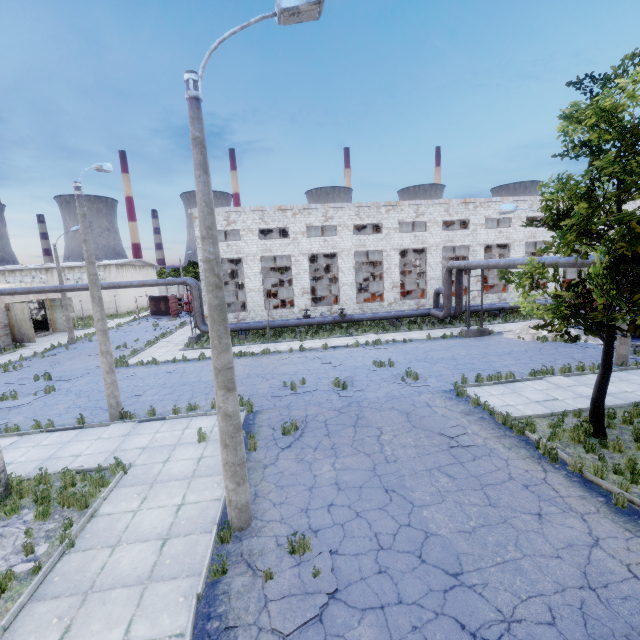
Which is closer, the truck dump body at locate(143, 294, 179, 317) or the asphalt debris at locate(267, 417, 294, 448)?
the asphalt debris at locate(267, 417, 294, 448)

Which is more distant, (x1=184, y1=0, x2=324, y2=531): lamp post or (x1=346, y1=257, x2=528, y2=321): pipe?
(x1=346, y1=257, x2=528, y2=321): pipe

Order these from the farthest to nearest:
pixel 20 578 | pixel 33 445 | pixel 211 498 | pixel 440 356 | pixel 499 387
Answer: pixel 440 356
pixel 499 387
pixel 33 445
pixel 211 498
pixel 20 578

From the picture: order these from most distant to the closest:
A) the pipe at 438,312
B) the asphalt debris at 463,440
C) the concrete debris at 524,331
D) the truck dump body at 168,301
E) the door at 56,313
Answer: the truck dump body at 168,301, the door at 56,313, the concrete debris at 524,331, the pipe at 438,312, the asphalt debris at 463,440

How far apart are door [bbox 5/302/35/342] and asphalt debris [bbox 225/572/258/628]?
35.0m

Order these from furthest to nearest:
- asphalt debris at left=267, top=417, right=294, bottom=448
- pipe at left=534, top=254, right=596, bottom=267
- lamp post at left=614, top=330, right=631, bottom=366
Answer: lamp post at left=614, top=330, right=631, bottom=366 → pipe at left=534, top=254, right=596, bottom=267 → asphalt debris at left=267, top=417, right=294, bottom=448

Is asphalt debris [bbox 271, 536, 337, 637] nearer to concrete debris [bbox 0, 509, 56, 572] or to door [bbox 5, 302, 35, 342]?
concrete debris [bbox 0, 509, 56, 572]

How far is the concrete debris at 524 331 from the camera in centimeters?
2091cm
